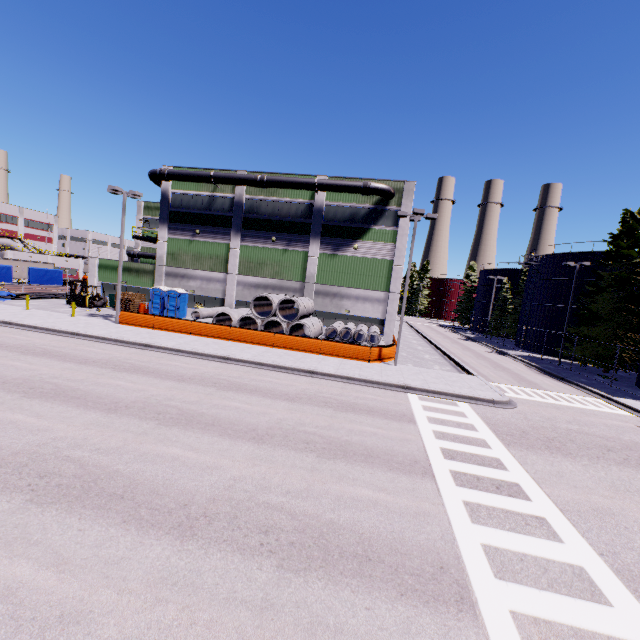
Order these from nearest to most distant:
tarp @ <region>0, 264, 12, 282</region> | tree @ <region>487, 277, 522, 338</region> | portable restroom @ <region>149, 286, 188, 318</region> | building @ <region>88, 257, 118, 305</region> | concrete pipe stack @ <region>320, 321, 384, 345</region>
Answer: concrete pipe stack @ <region>320, 321, 384, 345</region> < portable restroom @ <region>149, 286, 188, 318</region> < tarp @ <region>0, 264, 12, 282</region> < building @ <region>88, 257, 118, 305</region> < tree @ <region>487, 277, 522, 338</region>

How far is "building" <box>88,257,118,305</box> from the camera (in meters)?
34.44

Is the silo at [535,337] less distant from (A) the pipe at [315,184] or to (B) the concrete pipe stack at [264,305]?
(B) the concrete pipe stack at [264,305]

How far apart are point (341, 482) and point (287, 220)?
26.97m

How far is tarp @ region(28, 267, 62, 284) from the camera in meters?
36.7 m

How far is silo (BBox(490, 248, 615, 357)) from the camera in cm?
3559

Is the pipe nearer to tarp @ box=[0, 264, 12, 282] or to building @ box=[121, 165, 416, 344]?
building @ box=[121, 165, 416, 344]

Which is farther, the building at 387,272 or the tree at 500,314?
the tree at 500,314
